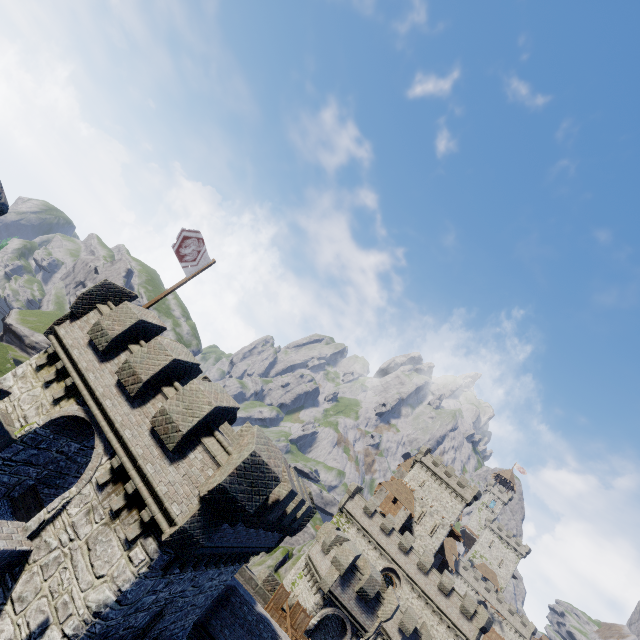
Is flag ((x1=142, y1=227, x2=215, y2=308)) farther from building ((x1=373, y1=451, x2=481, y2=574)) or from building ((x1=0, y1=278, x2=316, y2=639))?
building ((x1=373, y1=451, x2=481, y2=574))

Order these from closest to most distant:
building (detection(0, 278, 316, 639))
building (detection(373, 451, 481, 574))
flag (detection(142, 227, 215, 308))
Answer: building (detection(0, 278, 316, 639)) < flag (detection(142, 227, 215, 308)) < building (detection(373, 451, 481, 574))

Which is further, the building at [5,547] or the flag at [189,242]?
the flag at [189,242]

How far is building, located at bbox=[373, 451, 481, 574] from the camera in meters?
53.3 m

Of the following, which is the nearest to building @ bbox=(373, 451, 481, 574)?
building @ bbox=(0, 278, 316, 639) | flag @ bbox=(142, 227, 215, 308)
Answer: building @ bbox=(0, 278, 316, 639)

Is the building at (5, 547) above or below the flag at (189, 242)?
below

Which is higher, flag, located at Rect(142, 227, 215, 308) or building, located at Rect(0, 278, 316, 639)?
flag, located at Rect(142, 227, 215, 308)

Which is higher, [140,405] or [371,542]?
[371,542]
